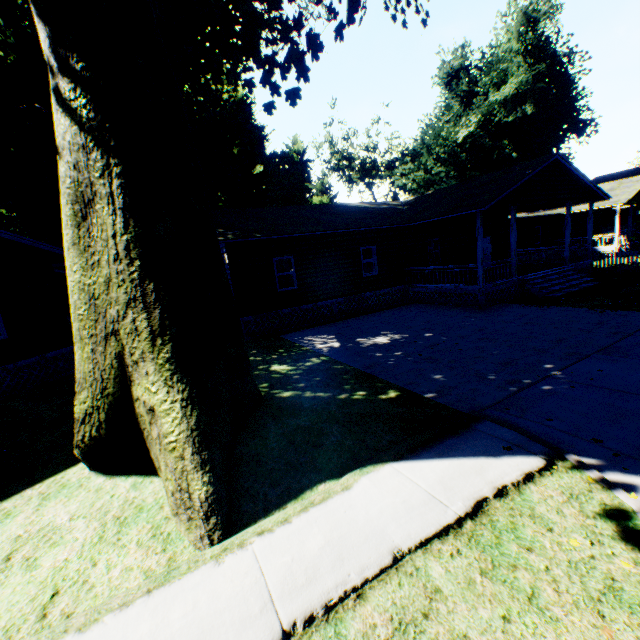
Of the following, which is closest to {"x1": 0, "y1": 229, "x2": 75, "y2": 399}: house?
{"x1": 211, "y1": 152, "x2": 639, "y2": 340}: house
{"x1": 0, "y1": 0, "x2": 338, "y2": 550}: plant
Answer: {"x1": 0, "y1": 0, "x2": 338, "y2": 550}: plant

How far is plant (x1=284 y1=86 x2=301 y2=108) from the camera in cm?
1612

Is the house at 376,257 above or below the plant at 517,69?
below

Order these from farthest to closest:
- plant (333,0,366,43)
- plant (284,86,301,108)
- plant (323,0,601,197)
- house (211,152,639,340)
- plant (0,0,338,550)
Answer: plant (323,0,601,197)
plant (284,86,301,108)
house (211,152,639,340)
plant (333,0,366,43)
plant (0,0,338,550)

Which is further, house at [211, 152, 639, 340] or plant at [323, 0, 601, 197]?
plant at [323, 0, 601, 197]

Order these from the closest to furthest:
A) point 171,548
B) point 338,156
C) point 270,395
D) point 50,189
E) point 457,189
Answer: point 171,548, point 270,395, point 50,189, point 457,189, point 338,156

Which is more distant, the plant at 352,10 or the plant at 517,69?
the plant at 517,69
